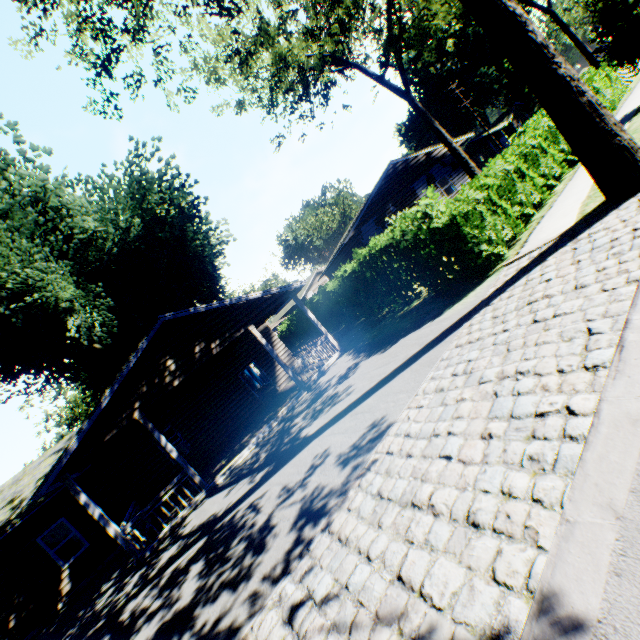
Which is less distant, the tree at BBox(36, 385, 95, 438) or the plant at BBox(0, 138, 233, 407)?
the plant at BBox(0, 138, 233, 407)

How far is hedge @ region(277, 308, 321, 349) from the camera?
26.62m

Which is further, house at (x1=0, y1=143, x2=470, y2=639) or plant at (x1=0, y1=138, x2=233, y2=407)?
plant at (x1=0, y1=138, x2=233, y2=407)

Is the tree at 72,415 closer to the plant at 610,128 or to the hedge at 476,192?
the plant at 610,128

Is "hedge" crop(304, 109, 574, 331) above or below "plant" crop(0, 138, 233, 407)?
below

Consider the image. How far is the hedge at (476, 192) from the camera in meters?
9.1

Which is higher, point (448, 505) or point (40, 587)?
point (40, 587)
